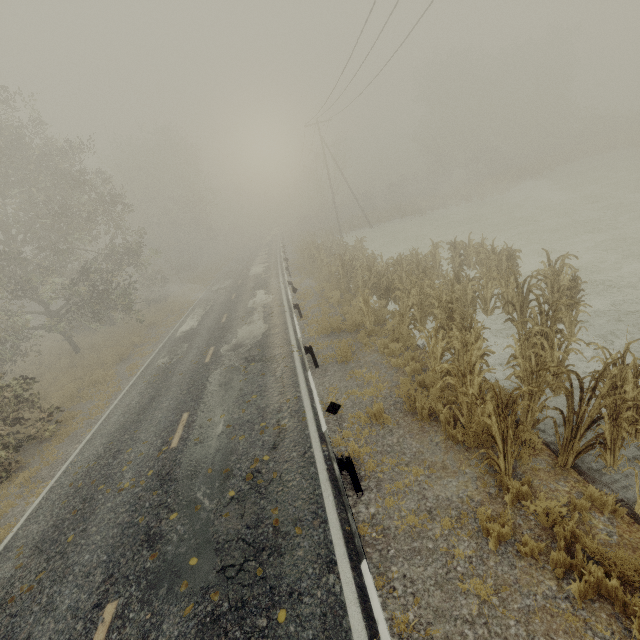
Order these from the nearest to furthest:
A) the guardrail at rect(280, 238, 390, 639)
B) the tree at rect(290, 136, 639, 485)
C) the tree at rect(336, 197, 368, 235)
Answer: the guardrail at rect(280, 238, 390, 639) < the tree at rect(290, 136, 639, 485) < the tree at rect(336, 197, 368, 235)

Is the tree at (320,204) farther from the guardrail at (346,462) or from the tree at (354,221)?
the tree at (354,221)

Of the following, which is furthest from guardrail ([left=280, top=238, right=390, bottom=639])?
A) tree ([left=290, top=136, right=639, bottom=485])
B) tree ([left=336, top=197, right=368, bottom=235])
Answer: tree ([left=290, top=136, right=639, bottom=485])

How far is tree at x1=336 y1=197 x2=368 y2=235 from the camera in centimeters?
3875cm

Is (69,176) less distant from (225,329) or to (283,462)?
(225,329)
